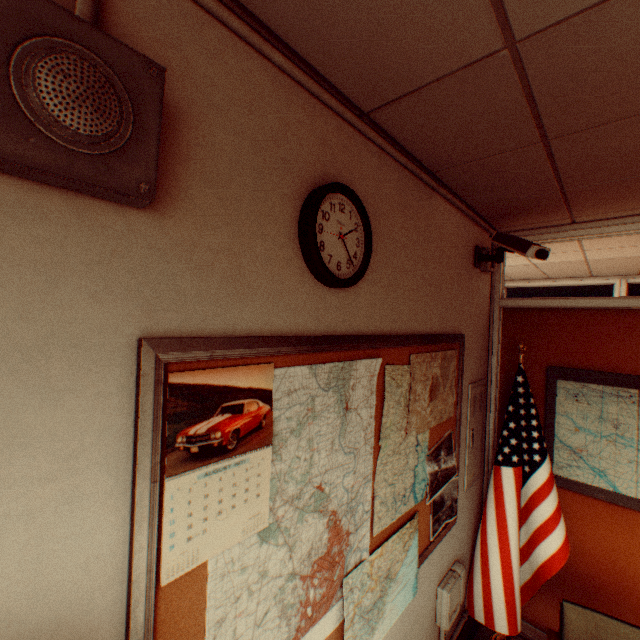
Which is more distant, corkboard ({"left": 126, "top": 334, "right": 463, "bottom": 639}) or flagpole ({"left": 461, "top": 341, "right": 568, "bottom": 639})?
flagpole ({"left": 461, "top": 341, "right": 568, "bottom": 639})

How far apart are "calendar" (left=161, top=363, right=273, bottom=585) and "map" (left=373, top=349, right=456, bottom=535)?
0.02m

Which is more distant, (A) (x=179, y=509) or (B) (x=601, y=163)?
(B) (x=601, y=163)

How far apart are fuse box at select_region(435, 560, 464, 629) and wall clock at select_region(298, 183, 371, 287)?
2.4m

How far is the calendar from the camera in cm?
84

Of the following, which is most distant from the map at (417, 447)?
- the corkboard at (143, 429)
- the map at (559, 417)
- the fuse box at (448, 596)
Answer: the map at (559, 417)

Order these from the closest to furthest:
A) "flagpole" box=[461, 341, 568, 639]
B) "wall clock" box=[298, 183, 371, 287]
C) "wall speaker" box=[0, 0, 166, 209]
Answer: "wall speaker" box=[0, 0, 166, 209] < "wall clock" box=[298, 183, 371, 287] < "flagpole" box=[461, 341, 568, 639]

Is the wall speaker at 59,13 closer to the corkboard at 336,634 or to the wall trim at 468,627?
the corkboard at 336,634
